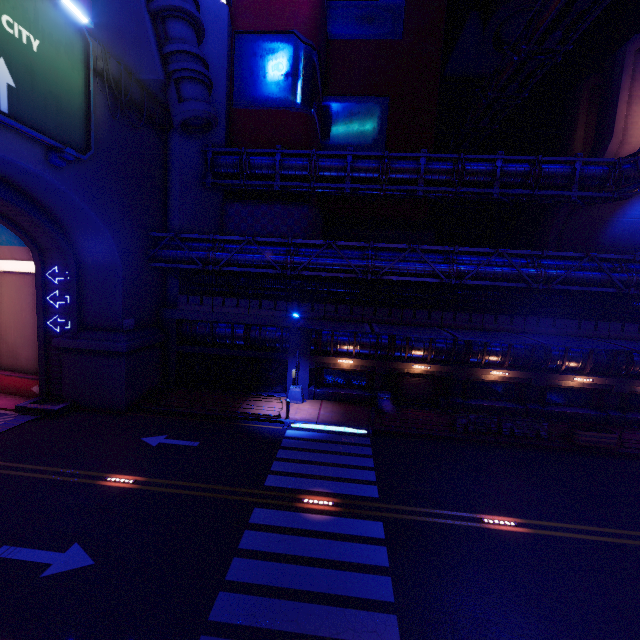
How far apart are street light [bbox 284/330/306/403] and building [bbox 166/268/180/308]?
8.64m

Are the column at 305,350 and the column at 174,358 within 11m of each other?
yes

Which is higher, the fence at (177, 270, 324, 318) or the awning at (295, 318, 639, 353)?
the fence at (177, 270, 324, 318)

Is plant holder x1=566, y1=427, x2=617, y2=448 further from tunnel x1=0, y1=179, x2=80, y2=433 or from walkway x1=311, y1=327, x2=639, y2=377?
tunnel x1=0, y1=179, x2=80, y2=433

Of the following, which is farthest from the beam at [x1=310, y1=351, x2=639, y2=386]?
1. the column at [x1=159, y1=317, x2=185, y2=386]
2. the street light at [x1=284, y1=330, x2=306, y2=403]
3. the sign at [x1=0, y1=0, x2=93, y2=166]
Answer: the sign at [x1=0, y1=0, x2=93, y2=166]

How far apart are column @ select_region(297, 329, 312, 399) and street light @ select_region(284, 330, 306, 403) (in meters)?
0.01

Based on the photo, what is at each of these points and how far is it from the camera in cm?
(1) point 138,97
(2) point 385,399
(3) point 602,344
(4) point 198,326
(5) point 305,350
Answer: (1) wall arch, 1827
(2) trash can, 2069
(3) awning, 1683
(4) walkway, 2262
(5) column, 2175

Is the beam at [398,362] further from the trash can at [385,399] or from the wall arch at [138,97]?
the wall arch at [138,97]
